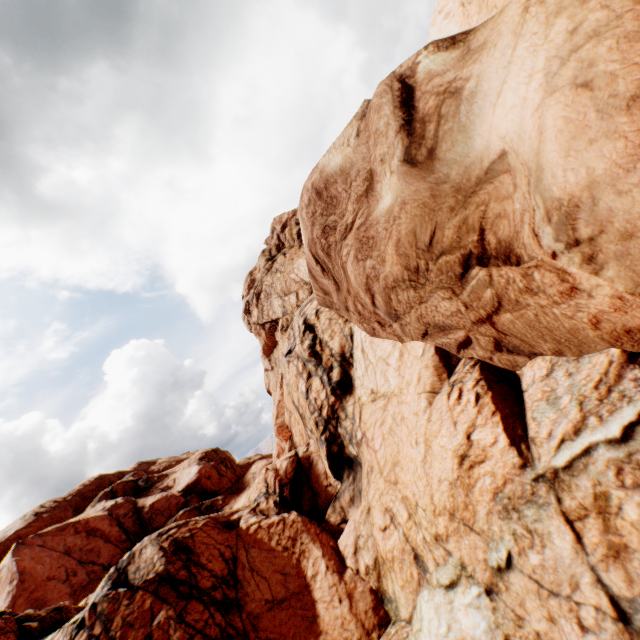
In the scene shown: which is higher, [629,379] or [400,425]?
[400,425]
